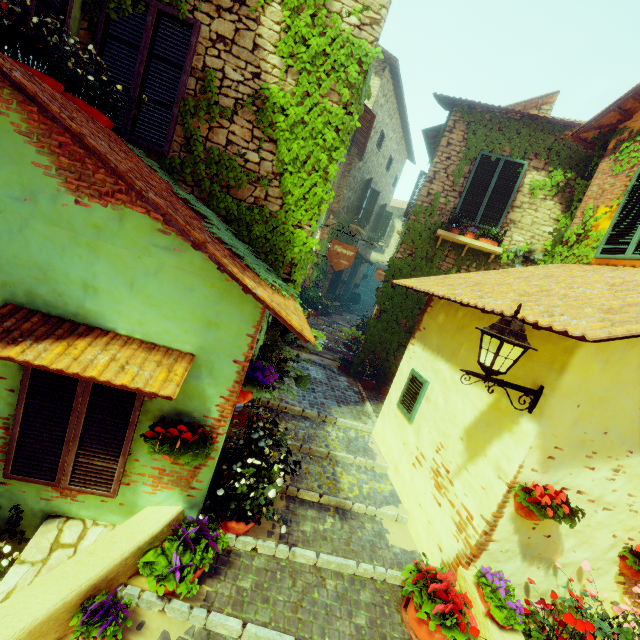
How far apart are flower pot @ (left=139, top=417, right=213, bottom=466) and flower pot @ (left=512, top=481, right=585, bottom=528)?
2.9 meters

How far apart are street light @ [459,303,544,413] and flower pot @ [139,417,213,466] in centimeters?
234cm

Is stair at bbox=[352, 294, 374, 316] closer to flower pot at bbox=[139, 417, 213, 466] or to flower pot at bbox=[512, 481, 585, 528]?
flower pot at bbox=[512, 481, 585, 528]

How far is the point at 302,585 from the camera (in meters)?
3.19

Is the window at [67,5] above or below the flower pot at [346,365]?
above

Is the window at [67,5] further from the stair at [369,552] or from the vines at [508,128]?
the stair at [369,552]

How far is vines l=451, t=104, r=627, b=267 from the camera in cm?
629

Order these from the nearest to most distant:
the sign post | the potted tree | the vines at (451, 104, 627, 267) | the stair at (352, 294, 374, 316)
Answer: the sign post → the vines at (451, 104, 627, 267) → the potted tree → the stair at (352, 294, 374, 316)
